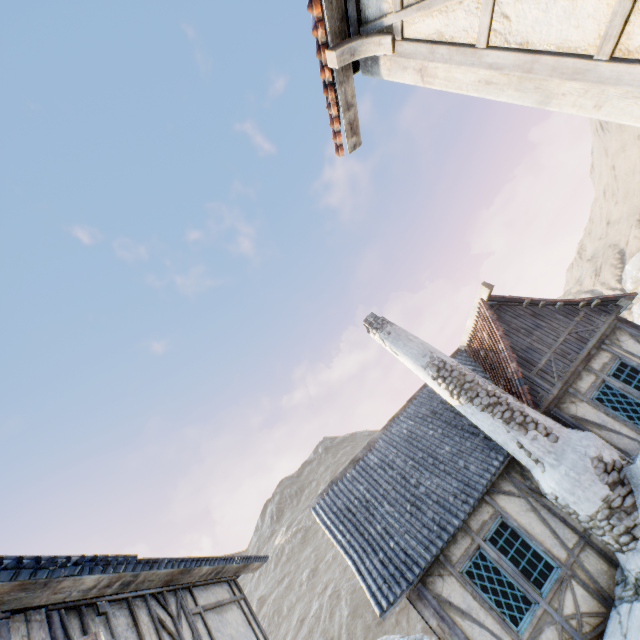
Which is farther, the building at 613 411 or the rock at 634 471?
the building at 613 411

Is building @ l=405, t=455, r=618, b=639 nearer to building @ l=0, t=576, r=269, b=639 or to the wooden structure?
building @ l=0, t=576, r=269, b=639

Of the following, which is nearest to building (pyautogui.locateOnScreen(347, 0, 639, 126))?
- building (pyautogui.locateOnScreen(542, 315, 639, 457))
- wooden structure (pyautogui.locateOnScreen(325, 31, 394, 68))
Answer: wooden structure (pyautogui.locateOnScreen(325, 31, 394, 68))

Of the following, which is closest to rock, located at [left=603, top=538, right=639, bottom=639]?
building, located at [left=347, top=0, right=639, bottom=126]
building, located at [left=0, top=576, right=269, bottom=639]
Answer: building, located at [left=347, top=0, right=639, bottom=126]

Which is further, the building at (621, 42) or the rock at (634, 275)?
the rock at (634, 275)

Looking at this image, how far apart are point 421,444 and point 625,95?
8.9m

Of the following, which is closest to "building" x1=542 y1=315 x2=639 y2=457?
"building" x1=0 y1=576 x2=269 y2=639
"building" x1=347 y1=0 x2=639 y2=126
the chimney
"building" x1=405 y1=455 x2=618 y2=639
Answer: the chimney

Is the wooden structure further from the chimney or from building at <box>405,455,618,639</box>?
building at <box>405,455,618,639</box>
